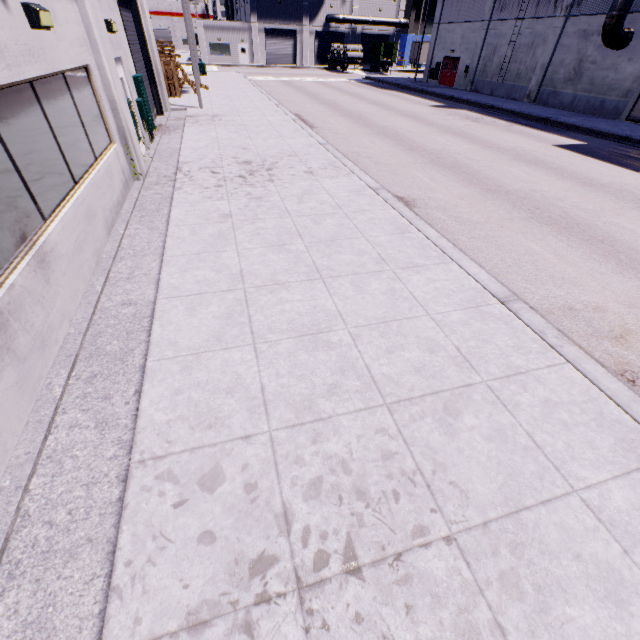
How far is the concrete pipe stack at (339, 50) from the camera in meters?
44.3

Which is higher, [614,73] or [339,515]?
[614,73]

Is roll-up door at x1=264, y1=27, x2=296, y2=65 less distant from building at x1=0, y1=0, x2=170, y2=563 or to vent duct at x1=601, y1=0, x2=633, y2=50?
building at x1=0, y1=0, x2=170, y2=563

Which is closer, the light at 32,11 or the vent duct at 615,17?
the light at 32,11

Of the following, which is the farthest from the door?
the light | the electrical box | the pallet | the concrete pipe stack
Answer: the light

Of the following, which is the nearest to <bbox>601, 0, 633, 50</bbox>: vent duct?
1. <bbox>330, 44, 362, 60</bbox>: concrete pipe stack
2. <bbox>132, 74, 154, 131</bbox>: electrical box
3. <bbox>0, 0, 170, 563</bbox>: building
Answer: <bbox>0, 0, 170, 563</bbox>: building

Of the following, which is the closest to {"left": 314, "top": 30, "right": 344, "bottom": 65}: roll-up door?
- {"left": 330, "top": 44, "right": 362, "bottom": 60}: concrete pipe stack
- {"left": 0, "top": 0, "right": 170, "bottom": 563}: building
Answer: {"left": 0, "top": 0, "right": 170, "bottom": 563}: building

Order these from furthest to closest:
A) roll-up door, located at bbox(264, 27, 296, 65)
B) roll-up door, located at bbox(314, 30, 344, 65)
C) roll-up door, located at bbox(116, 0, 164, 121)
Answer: roll-up door, located at bbox(314, 30, 344, 65) → roll-up door, located at bbox(264, 27, 296, 65) → roll-up door, located at bbox(116, 0, 164, 121)
